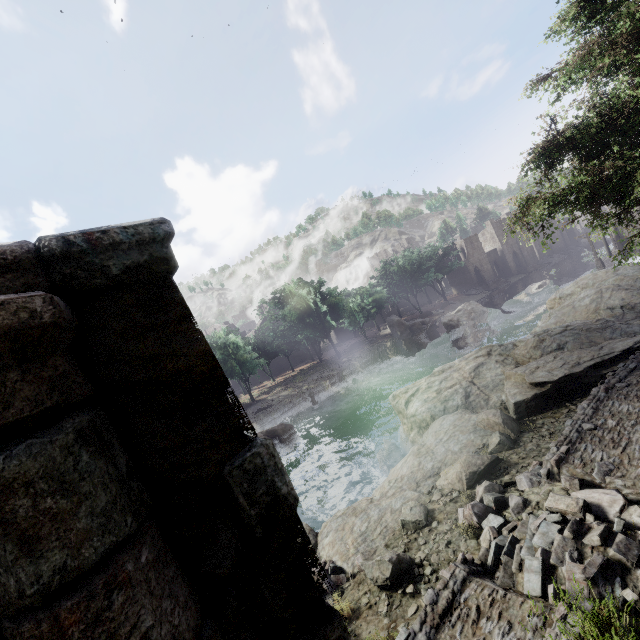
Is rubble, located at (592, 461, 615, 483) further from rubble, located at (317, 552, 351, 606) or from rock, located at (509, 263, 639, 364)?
rock, located at (509, 263, 639, 364)

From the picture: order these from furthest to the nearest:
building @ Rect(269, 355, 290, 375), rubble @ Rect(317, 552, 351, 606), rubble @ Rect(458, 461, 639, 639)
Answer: building @ Rect(269, 355, 290, 375), rubble @ Rect(317, 552, 351, 606), rubble @ Rect(458, 461, 639, 639)

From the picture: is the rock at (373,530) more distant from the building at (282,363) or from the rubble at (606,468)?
the building at (282,363)

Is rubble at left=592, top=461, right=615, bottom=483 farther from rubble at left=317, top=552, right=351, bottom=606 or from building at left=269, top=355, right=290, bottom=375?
building at left=269, top=355, right=290, bottom=375

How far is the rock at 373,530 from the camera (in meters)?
8.63

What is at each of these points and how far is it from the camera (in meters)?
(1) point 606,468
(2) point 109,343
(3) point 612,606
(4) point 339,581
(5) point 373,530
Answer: (1) rubble, 6.59
(2) stone arch, 1.80
(3) rubble, 3.73
(4) rubble, 7.83
(5) rock, 8.81

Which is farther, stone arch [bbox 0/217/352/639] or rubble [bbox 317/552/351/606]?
rubble [bbox 317/552/351/606]

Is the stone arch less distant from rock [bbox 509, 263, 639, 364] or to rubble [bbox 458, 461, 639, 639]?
rubble [bbox 458, 461, 639, 639]
